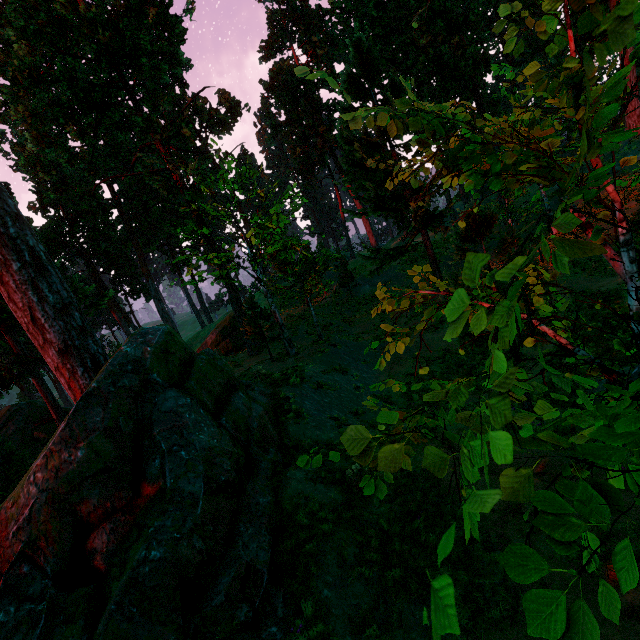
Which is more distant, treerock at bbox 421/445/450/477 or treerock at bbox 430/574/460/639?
treerock at bbox 421/445/450/477

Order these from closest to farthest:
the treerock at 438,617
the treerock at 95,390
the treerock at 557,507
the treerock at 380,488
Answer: the treerock at 438,617
the treerock at 557,507
the treerock at 380,488
the treerock at 95,390

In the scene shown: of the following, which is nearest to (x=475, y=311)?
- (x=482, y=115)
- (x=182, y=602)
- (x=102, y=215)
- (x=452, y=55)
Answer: (x=182, y=602)

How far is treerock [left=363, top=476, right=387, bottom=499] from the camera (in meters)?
2.38

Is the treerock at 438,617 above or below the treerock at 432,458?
above

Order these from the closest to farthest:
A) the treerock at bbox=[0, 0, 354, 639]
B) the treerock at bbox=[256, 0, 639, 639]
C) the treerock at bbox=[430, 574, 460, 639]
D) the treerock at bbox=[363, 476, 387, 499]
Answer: the treerock at bbox=[430, 574, 460, 639]
the treerock at bbox=[256, 0, 639, 639]
the treerock at bbox=[363, 476, 387, 499]
the treerock at bbox=[0, 0, 354, 639]
